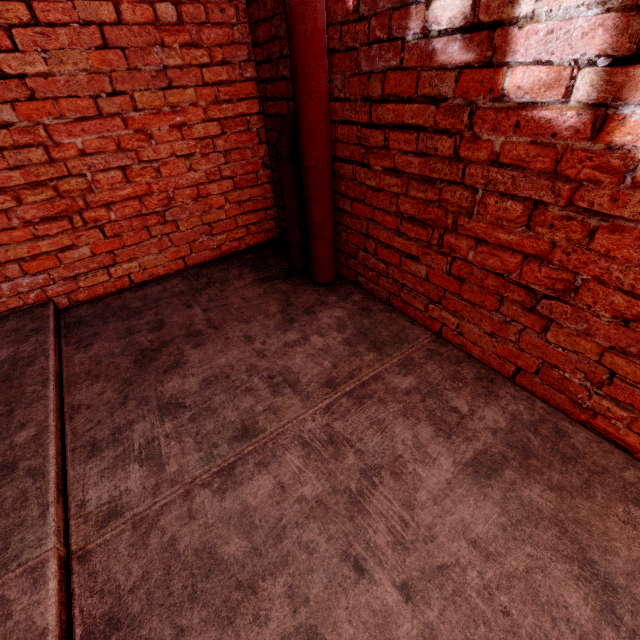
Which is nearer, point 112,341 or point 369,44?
point 369,44
